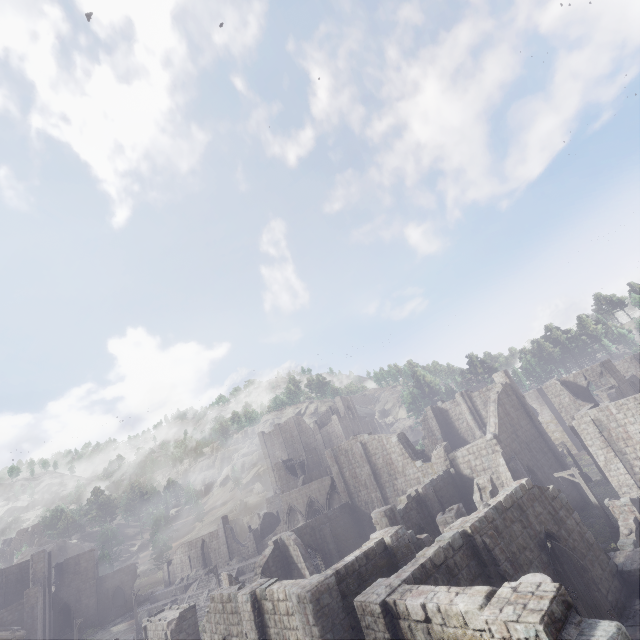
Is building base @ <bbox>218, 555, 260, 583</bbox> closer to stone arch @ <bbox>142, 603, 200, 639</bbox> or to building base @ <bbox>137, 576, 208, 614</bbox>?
building base @ <bbox>137, 576, 208, 614</bbox>

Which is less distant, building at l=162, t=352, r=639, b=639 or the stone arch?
building at l=162, t=352, r=639, b=639

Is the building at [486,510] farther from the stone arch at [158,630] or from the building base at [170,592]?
the building base at [170,592]

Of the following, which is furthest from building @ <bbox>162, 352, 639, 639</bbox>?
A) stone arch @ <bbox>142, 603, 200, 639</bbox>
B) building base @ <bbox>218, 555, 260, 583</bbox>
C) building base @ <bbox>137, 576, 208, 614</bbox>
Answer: building base @ <bbox>218, 555, 260, 583</bbox>

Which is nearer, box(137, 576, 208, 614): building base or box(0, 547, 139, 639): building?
box(0, 547, 139, 639): building

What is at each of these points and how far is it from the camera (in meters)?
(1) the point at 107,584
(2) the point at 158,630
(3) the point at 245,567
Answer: (1) building, 53.34
(2) stone arch, 24.84
(3) building base, 41.44

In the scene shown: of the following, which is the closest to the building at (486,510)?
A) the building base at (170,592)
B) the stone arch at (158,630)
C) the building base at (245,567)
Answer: the stone arch at (158,630)

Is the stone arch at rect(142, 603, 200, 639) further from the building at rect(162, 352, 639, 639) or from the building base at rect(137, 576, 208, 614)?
the building base at rect(137, 576, 208, 614)
